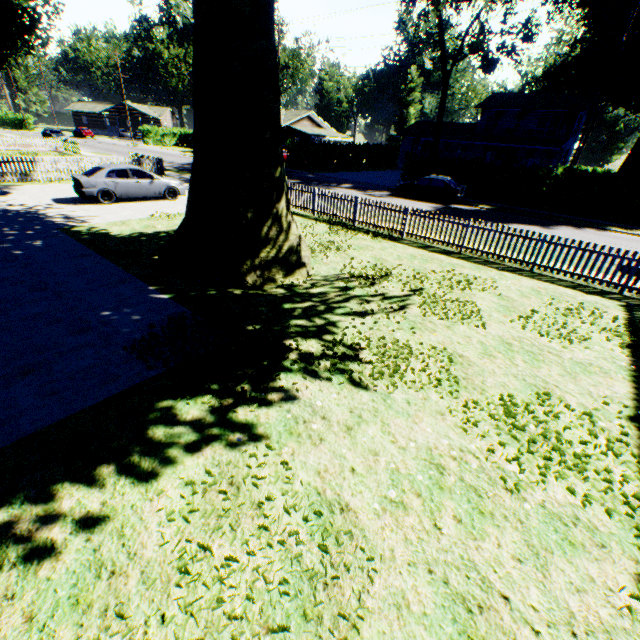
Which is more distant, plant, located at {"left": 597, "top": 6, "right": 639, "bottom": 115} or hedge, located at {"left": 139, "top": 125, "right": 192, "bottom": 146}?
hedge, located at {"left": 139, "top": 125, "right": 192, "bottom": 146}

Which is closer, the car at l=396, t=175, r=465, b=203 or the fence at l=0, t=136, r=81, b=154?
the car at l=396, t=175, r=465, b=203

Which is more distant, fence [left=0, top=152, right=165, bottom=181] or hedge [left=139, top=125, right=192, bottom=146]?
hedge [left=139, top=125, right=192, bottom=146]

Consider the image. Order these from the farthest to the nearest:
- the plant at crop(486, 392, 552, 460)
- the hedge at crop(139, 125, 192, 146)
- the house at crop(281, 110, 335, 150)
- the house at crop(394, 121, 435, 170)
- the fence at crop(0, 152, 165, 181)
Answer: the hedge at crop(139, 125, 192, 146), the house at crop(281, 110, 335, 150), the house at crop(394, 121, 435, 170), the fence at crop(0, 152, 165, 181), the plant at crop(486, 392, 552, 460)

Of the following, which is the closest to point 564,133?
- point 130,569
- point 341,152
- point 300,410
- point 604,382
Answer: point 341,152

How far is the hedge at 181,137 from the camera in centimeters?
5319cm

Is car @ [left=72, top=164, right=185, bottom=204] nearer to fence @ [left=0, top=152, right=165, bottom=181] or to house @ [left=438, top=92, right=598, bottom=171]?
fence @ [left=0, top=152, right=165, bottom=181]

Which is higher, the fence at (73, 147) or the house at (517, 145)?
the house at (517, 145)
